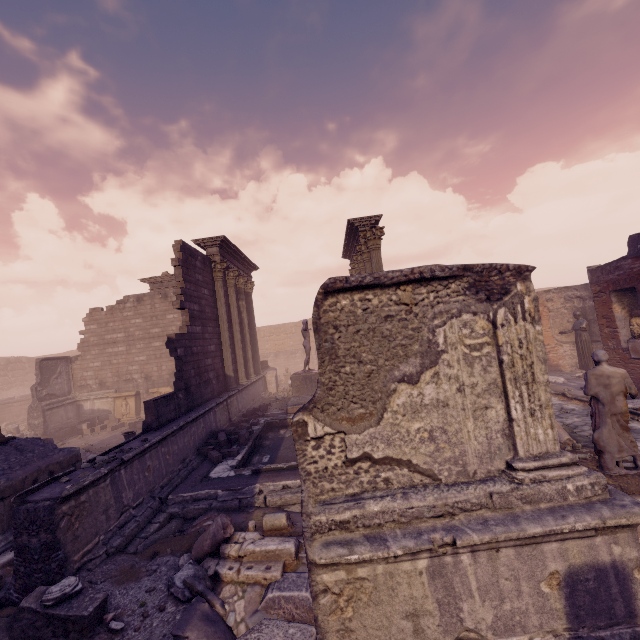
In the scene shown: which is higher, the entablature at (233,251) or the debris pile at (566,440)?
the entablature at (233,251)

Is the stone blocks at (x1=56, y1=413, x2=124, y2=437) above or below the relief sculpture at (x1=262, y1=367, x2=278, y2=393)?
below

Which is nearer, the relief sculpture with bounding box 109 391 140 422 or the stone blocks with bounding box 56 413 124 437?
the stone blocks with bounding box 56 413 124 437

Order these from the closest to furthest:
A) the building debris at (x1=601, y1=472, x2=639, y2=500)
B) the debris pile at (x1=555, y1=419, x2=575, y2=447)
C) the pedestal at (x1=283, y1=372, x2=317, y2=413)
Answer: the building debris at (x1=601, y1=472, x2=639, y2=500) < the debris pile at (x1=555, y1=419, x2=575, y2=447) < the pedestal at (x1=283, y1=372, x2=317, y2=413)

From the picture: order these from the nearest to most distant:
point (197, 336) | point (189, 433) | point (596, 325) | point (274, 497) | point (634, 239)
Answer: point (274, 497)
point (189, 433)
point (634, 239)
point (197, 336)
point (596, 325)

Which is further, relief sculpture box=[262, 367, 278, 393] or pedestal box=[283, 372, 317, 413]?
relief sculpture box=[262, 367, 278, 393]

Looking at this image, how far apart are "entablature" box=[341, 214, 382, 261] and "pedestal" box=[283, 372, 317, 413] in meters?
5.6

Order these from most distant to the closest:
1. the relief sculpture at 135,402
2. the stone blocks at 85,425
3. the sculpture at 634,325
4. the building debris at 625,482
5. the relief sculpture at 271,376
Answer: the relief sculpture at 271,376 → the relief sculpture at 135,402 → the stone blocks at 85,425 → the sculpture at 634,325 → the building debris at 625,482
